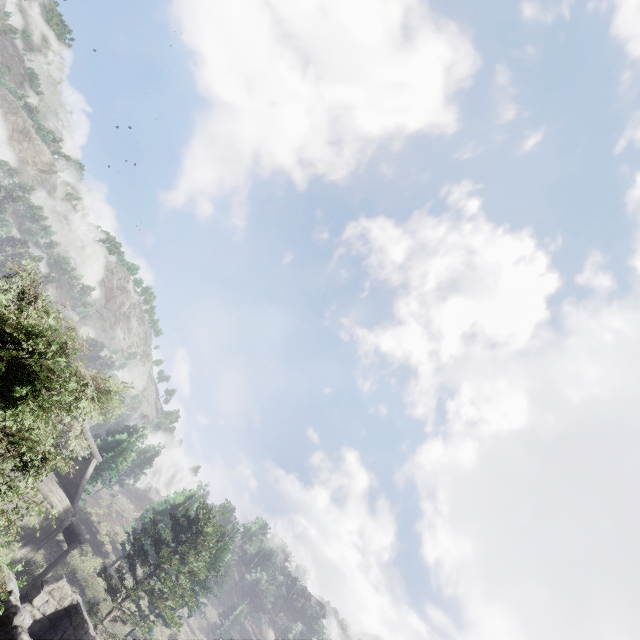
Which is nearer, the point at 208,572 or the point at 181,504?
the point at 208,572
